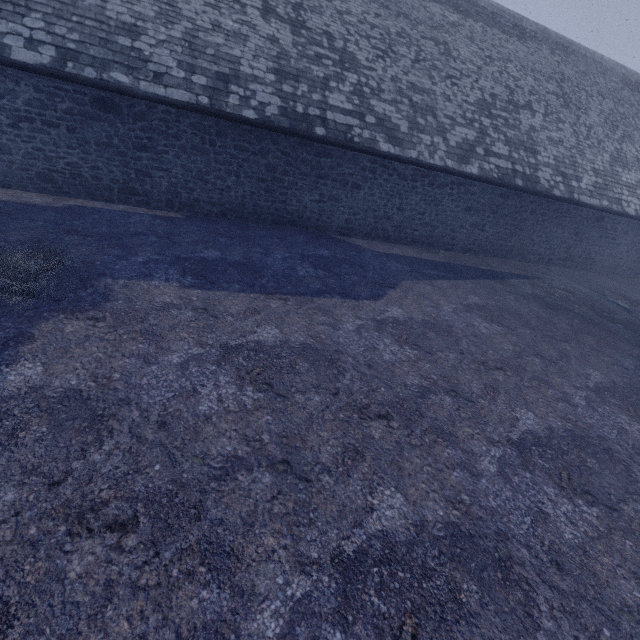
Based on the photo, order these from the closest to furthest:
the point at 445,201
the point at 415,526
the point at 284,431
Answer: the point at 415,526 → the point at 284,431 → the point at 445,201
